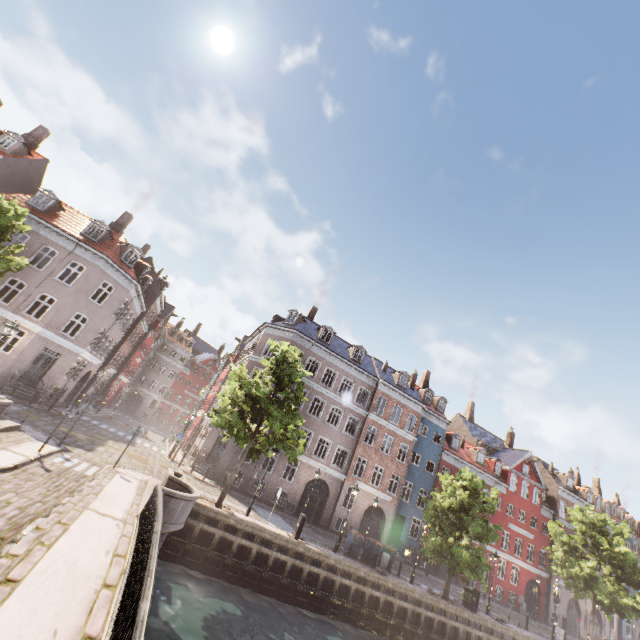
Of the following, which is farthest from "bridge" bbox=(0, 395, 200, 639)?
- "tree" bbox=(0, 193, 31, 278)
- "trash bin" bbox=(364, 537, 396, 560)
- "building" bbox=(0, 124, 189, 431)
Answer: "trash bin" bbox=(364, 537, 396, 560)

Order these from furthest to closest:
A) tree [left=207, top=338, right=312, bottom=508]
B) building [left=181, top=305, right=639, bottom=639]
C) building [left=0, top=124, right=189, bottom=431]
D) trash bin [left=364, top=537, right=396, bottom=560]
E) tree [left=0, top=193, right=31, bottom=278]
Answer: building [left=181, top=305, right=639, bottom=639], building [left=0, top=124, right=189, bottom=431], trash bin [left=364, top=537, right=396, bottom=560], tree [left=207, top=338, right=312, bottom=508], tree [left=0, top=193, right=31, bottom=278]

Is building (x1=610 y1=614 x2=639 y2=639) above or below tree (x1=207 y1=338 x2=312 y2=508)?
below

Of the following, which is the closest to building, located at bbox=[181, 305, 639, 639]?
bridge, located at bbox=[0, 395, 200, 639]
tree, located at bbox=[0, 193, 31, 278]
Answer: tree, located at bbox=[0, 193, 31, 278]

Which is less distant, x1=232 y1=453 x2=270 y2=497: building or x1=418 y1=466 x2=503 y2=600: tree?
x1=418 y1=466 x2=503 y2=600: tree

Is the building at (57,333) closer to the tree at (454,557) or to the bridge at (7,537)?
the tree at (454,557)

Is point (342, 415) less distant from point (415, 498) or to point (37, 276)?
point (415, 498)

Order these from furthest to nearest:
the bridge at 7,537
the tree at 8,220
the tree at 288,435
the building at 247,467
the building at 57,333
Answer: the building at 247,467 < the building at 57,333 < the tree at 288,435 < the tree at 8,220 < the bridge at 7,537
